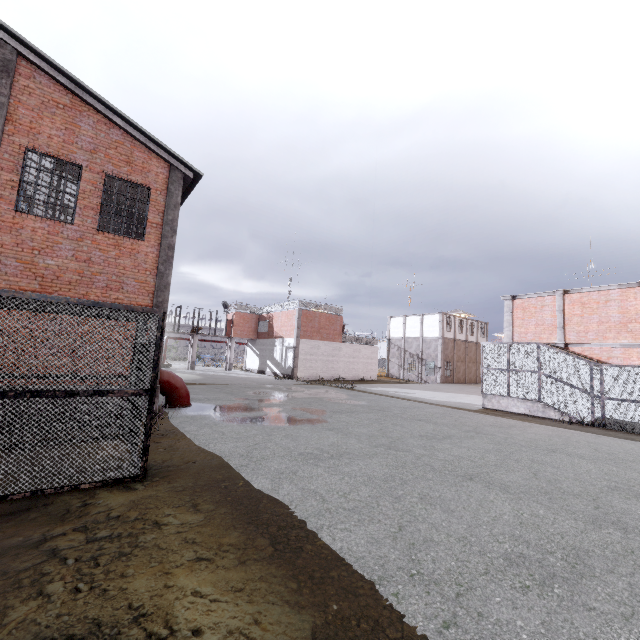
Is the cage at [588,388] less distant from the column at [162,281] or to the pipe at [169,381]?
the pipe at [169,381]

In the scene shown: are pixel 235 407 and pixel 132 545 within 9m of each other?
no

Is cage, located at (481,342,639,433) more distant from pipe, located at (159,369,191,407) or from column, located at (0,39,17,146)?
column, located at (0,39,17,146)

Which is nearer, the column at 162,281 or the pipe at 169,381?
the column at 162,281

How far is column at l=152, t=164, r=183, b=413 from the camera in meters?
11.4

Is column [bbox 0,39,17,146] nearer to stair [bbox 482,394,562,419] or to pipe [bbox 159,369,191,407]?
pipe [bbox 159,369,191,407]

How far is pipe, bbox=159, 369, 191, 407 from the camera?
12.47m

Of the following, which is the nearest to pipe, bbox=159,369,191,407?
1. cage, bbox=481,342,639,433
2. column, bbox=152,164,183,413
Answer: column, bbox=152,164,183,413
